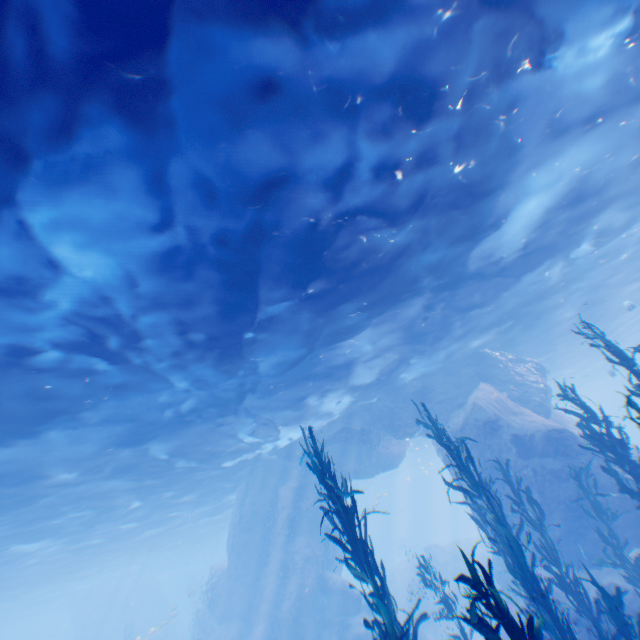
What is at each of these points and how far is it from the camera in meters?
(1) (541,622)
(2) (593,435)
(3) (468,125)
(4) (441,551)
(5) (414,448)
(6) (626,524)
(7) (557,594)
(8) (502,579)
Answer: (1) instancedfoliageactor, 3.5 m
(2) instancedfoliageactor, 7.6 m
(3) light, 7.1 m
(4) plane, 28.3 m
(5) light, 37.4 m
(6) rock, 11.0 m
(7) rock, 11.1 m
(8) rock, 17.5 m

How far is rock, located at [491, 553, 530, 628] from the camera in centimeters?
1496cm

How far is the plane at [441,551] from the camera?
26.13m

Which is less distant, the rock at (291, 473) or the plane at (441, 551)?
the rock at (291, 473)

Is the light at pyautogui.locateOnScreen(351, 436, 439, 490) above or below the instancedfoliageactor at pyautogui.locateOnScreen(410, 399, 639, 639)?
above

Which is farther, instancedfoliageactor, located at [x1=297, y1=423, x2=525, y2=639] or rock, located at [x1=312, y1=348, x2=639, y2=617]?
rock, located at [x1=312, y1=348, x2=639, y2=617]

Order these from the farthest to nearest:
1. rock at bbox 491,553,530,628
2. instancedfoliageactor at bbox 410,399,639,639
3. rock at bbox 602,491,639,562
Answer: rock at bbox 491,553,530,628
rock at bbox 602,491,639,562
instancedfoliageactor at bbox 410,399,639,639

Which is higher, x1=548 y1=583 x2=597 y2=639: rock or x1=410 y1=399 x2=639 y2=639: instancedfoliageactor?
x1=410 y1=399 x2=639 y2=639: instancedfoliageactor
